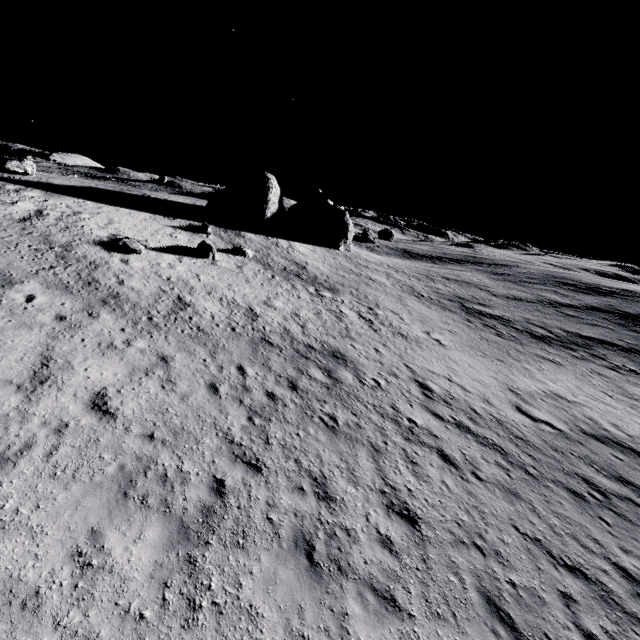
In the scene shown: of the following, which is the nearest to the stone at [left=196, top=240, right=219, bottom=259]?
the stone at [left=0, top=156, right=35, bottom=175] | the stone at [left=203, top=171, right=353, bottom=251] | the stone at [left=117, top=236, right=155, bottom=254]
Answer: the stone at [left=117, top=236, right=155, bottom=254]

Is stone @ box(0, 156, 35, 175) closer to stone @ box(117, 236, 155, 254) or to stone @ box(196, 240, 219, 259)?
stone @ box(117, 236, 155, 254)

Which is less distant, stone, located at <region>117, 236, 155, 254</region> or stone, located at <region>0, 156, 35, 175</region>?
stone, located at <region>117, 236, 155, 254</region>

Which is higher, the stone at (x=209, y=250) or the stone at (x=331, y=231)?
the stone at (x=331, y=231)

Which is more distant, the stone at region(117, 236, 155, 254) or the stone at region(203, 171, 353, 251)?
the stone at region(203, 171, 353, 251)

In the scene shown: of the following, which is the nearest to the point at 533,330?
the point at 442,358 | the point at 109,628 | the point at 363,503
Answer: the point at 442,358

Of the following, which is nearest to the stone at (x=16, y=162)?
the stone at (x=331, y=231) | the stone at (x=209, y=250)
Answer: the stone at (x=331, y=231)

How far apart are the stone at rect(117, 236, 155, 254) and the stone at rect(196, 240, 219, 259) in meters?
3.6
